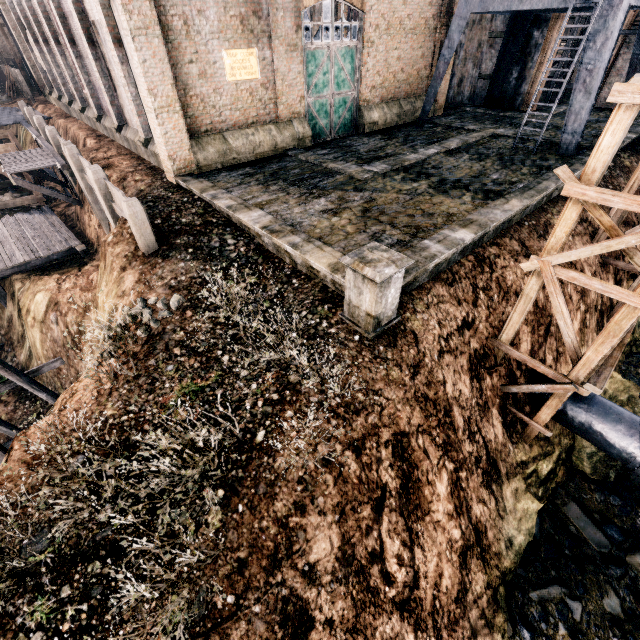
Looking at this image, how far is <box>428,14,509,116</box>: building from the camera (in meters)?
23.52

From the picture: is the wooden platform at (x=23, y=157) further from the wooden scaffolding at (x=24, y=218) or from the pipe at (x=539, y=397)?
the pipe at (x=539, y=397)

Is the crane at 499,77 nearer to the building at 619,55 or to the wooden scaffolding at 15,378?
the building at 619,55

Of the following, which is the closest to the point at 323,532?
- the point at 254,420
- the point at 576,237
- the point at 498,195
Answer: the point at 254,420

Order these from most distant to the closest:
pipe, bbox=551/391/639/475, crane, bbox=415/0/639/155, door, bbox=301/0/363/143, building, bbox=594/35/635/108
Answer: building, bbox=594/35/635/108
door, bbox=301/0/363/143
crane, bbox=415/0/639/155
pipe, bbox=551/391/639/475

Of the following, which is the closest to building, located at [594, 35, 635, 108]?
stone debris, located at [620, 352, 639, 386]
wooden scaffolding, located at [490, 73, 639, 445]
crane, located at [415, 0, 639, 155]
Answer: crane, located at [415, 0, 639, 155]

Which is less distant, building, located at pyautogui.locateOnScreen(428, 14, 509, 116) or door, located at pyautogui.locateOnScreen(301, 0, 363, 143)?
door, located at pyautogui.locateOnScreen(301, 0, 363, 143)
